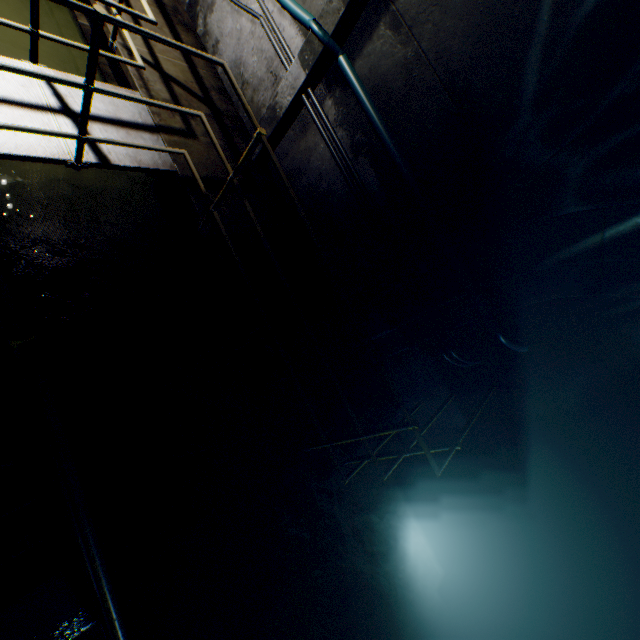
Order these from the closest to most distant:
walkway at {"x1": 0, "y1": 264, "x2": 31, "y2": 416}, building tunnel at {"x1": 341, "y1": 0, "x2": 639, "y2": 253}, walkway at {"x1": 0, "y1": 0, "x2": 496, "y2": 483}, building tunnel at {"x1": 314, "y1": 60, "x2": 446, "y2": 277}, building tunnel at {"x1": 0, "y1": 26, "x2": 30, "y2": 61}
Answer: walkway at {"x1": 0, "y1": 264, "x2": 31, "y2": 416}
building tunnel at {"x1": 341, "y1": 0, "x2": 639, "y2": 253}
walkway at {"x1": 0, "y1": 0, "x2": 496, "y2": 483}
building tunnel at {"x1": 314, "y1": 60, "x2": 446, "y2": 277}
building tunnel at {"x1": 0, "y1": 26, "x2": 30, "y2": 61}

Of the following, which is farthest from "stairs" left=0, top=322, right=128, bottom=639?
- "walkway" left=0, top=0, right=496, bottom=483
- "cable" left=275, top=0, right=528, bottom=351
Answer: "cable" left=275, top=0, right=528, bottom=351

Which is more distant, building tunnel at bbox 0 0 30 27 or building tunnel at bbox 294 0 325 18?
building tunnel at bbox 0 0 30 27

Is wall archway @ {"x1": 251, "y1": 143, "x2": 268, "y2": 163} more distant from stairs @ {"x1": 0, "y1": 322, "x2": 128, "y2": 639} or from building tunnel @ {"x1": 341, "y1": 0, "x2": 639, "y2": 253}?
stairs @ {"x1": 0, "y1": 322, "x2": 128, "y2": 639}

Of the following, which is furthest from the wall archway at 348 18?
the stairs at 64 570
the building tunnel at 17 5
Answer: the stairs at 64 570

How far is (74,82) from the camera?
2.2 meters

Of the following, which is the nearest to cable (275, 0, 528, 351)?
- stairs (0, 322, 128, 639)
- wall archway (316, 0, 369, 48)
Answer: wall archway (316, 0, 369, 48)

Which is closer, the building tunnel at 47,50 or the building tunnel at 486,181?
the building tunnel at 486,181
